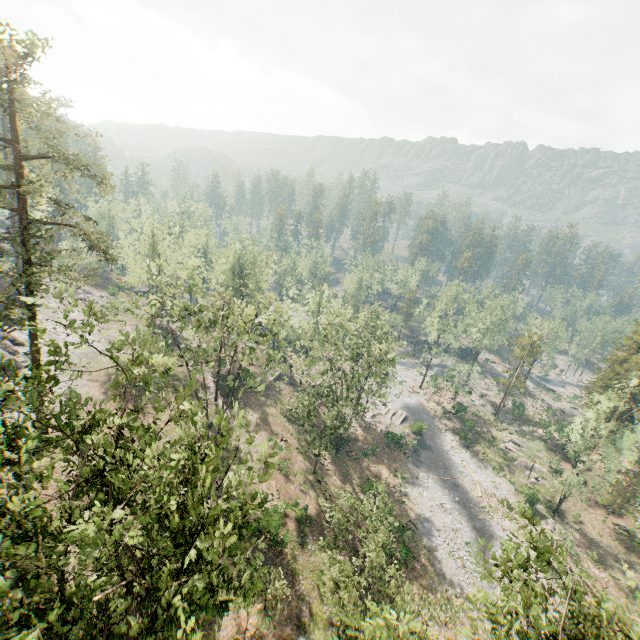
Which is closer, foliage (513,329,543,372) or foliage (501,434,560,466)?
foliage (501,434,560,466)

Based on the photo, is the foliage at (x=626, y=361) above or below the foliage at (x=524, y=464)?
above

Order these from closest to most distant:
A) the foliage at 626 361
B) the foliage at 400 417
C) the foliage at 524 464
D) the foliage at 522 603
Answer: the foliage at 522 603 → the foliage at 626 361 → the foliage at 524 464 → the foliage at 400 417

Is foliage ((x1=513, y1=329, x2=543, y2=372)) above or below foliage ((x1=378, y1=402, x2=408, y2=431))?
above

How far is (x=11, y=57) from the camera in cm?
4716

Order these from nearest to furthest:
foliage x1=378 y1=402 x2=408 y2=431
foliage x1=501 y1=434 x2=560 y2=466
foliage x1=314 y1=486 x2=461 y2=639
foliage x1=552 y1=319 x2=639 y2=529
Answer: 1. foliage x1=314 y1=486 x2=461 y2=639
2. foliage x1=552 y1=319 x2=639 y2=529
3. foliage x1=501 y1=434 x2=560 y2=466
4. foliage x1=378 y1=402 x2=408 y2=431
